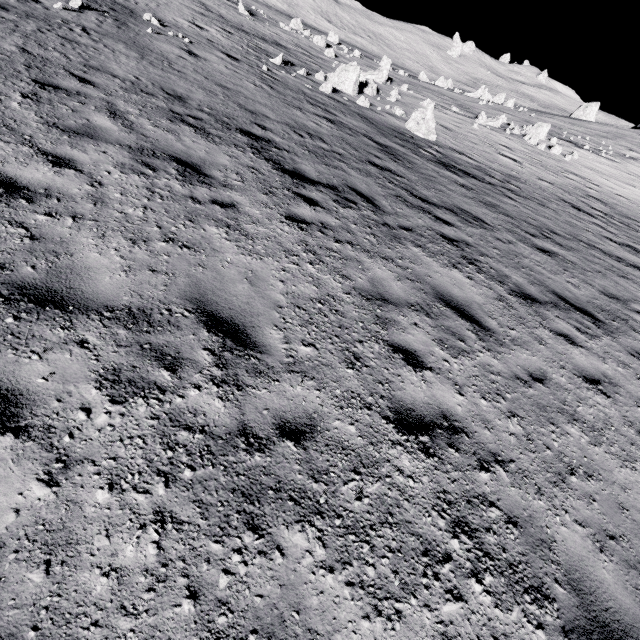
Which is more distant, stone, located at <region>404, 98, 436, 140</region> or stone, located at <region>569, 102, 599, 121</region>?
stone, located at <region>569, 102, 599, 121</region>

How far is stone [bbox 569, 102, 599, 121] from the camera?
50.28m

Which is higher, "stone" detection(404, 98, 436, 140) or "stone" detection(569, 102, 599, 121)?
"stone" detection(569, 102, 599, 121)

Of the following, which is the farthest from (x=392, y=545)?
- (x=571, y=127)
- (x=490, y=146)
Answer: (x=571, y=127)

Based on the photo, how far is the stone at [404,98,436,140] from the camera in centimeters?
1656cm

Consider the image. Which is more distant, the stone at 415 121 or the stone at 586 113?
the stone at 586 113

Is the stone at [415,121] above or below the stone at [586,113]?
below
